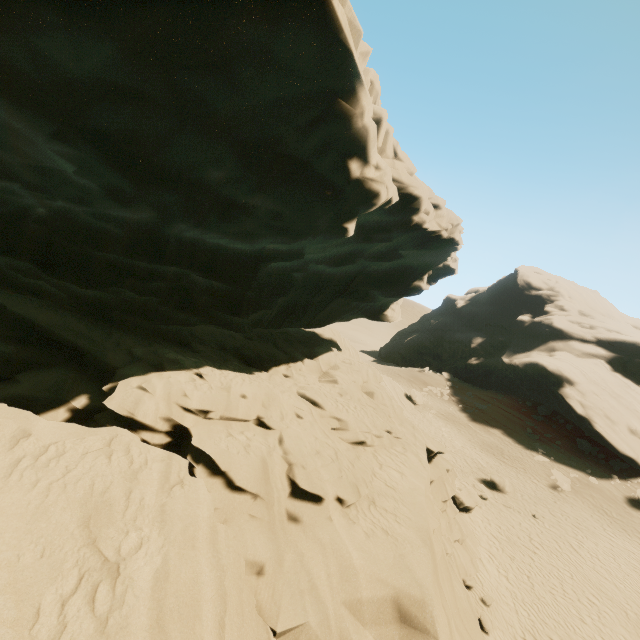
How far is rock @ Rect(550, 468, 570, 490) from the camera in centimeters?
2355cm

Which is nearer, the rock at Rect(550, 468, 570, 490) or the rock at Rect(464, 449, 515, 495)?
the rock at Rect(464, 449, 515, 495)

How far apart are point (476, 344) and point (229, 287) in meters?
43.1

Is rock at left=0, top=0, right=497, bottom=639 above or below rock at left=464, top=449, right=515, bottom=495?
above

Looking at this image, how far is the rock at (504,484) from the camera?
21.4m

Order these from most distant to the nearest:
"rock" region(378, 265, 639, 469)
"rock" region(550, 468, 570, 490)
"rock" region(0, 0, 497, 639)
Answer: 1. "rock" region(378, 265, 639, 469)
2. "rock" region(550, 468, 570, 490)
3. "rock" region(0, 0, 497, 639)

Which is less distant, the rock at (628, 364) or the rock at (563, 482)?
the rock at (563, 482)
